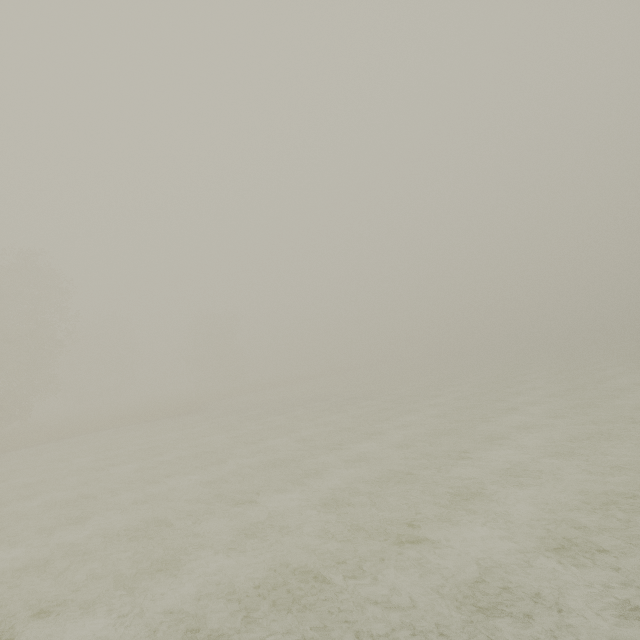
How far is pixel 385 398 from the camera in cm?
2588
